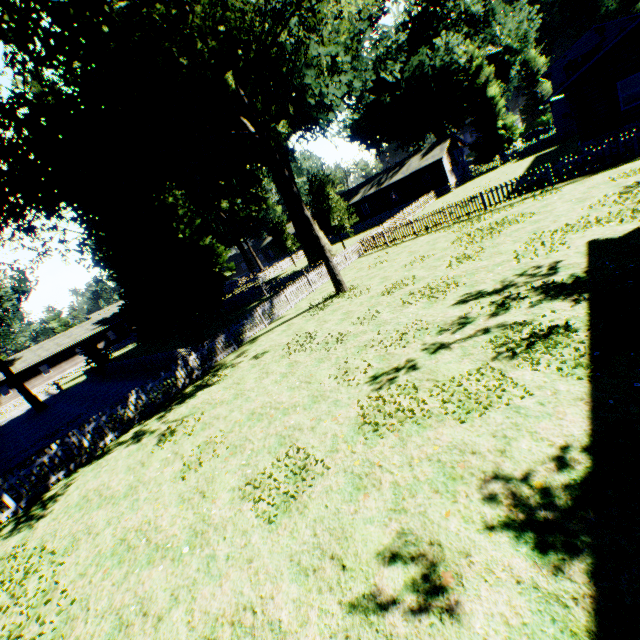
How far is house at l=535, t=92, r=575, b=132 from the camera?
36.59m

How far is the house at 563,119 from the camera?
36.6m

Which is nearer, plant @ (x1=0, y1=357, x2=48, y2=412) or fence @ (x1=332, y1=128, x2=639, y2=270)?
fence @ (x1=332, y1=128, x2=639, y2=270)

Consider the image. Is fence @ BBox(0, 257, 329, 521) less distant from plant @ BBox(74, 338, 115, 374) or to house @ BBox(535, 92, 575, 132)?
plant @ BBox(74, 338, 115, 374)

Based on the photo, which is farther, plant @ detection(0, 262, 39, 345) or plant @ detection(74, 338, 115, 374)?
plant @ detection(0, 262, 39, 345)

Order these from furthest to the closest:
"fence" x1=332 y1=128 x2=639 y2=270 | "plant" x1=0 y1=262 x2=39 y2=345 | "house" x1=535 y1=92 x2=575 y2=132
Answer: "plant" x1=0 y1=262 x2=39 y2=345, "house" x1=535 y1=92 x2=575 y2=132, "fence" x1=332 y1=128 x2=639 y2=270

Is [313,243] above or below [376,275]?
above

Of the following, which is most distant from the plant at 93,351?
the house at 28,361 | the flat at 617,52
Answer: the flat at 617,52
